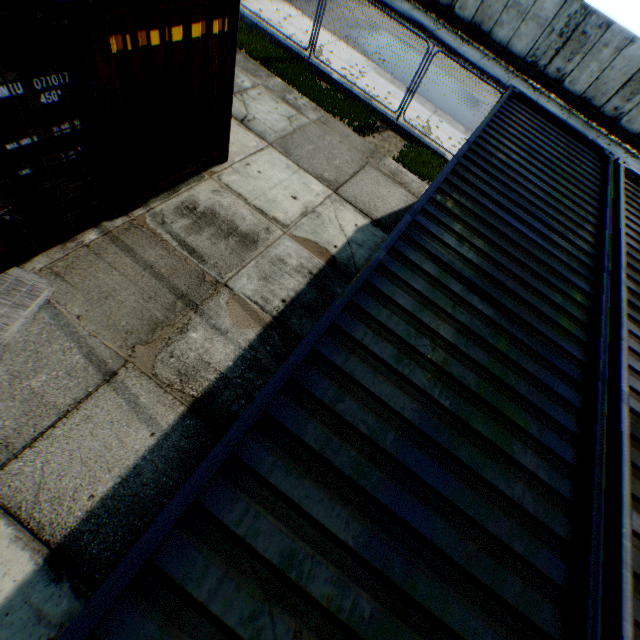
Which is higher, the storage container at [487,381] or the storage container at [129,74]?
the storage container at [487,381]

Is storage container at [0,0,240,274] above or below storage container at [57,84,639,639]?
below

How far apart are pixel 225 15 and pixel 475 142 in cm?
439

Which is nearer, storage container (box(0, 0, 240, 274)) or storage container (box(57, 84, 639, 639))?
storage container (box(57, 84, 639, 639))

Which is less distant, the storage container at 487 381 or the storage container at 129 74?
the storage container at 487 381
